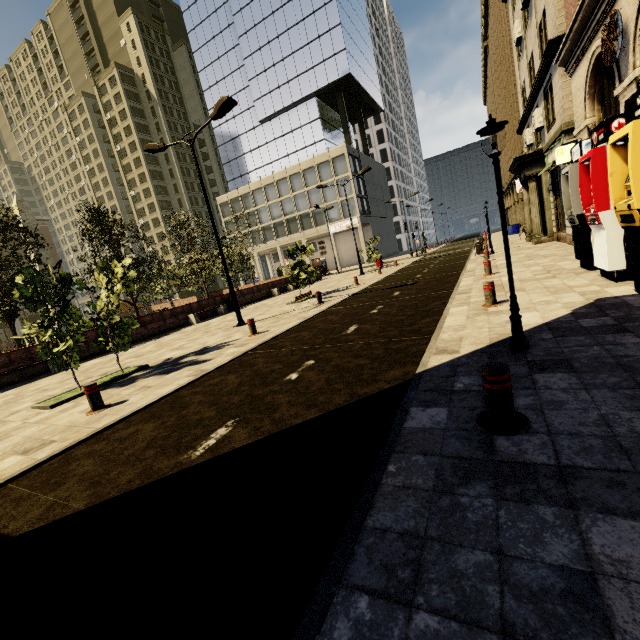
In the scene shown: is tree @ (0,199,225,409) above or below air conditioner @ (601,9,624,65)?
below

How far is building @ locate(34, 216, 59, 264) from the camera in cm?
5453

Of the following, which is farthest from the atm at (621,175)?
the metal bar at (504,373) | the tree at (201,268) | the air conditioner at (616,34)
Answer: the tree at (201,268)

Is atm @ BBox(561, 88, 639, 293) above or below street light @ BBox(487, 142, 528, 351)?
above

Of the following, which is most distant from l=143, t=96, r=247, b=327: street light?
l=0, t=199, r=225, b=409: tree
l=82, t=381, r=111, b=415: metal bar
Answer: l=82, t=381, r=111, b=415: metal bar

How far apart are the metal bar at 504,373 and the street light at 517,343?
1.7m

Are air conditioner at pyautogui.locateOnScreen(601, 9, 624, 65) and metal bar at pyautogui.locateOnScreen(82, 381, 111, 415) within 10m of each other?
no

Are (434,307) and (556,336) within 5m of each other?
yes
